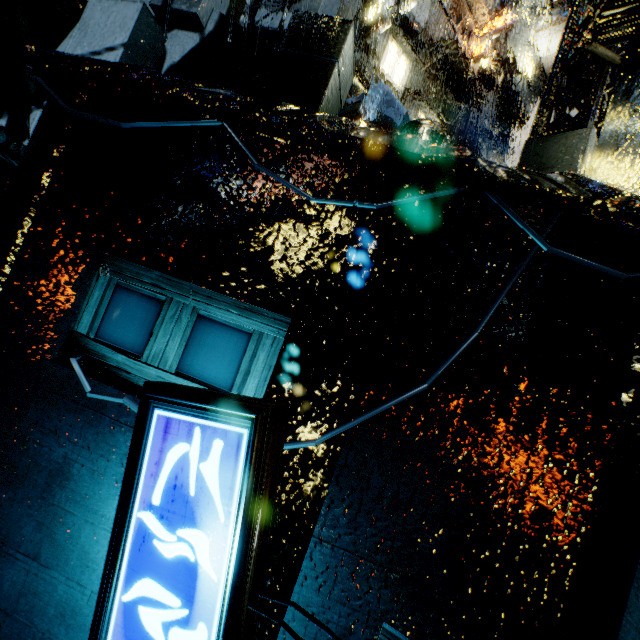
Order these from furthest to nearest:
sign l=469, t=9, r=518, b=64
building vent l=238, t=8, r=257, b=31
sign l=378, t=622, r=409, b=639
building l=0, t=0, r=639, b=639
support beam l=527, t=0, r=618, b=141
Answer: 1. sign l=469, t=9, r=518, b=64
2. building vent l=238, t=8, r=257, b=31
3. support beam l=527, t=0, r=618, b=141
4. building l=0, t=0, r=639, b=639
5. sign l=378, t=622, r=409, b=639

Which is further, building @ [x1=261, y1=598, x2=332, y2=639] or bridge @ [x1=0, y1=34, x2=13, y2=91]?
bridge @ [x1=0, y1=34, x2=13, y2=91]

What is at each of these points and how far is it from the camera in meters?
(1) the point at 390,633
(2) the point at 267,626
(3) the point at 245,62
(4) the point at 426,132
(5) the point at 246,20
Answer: (1) sign, 1.8 m
(2) building, 2.6 m
(3) bridge, 4.4 m
(4) trash can, 4.8 m
(5) building vent, 14.3 m

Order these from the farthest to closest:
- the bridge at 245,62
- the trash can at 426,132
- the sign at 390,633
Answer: the trash can at 426,132
the bridge at 245,62
the sign at 390,633

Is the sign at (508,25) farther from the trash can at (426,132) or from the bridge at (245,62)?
the trash can at (426,132)

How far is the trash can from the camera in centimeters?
478cm

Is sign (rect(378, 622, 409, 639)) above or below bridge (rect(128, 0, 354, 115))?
below

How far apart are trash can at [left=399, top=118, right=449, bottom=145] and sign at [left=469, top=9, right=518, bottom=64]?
18.5m
